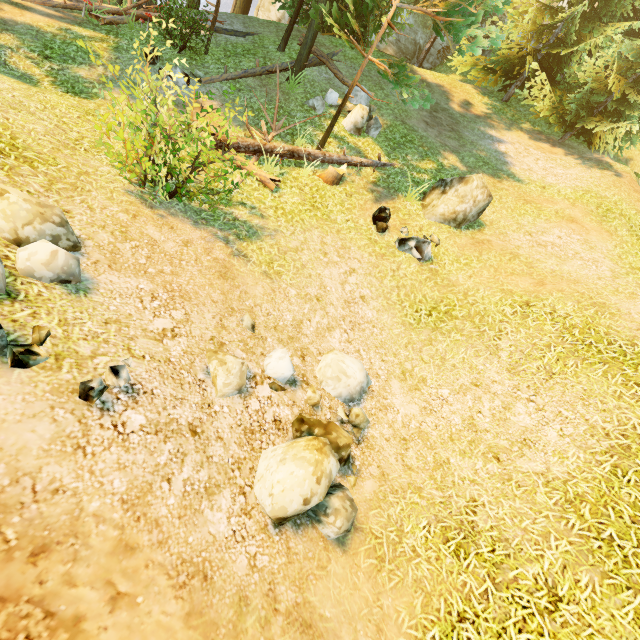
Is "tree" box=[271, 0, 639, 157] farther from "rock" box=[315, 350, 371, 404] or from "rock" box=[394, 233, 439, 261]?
"rock" box=[315, 350, 371, 404]

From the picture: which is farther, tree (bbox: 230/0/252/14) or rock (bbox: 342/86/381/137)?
tree (bbox: 230/0/252/14)

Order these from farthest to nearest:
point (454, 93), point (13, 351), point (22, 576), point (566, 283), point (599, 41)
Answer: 1. point (454, 93)
2. point (599, 41)
3. point (566, 283)
4. point (13, 351)
5. point (22, 576)

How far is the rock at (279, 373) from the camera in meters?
4.9

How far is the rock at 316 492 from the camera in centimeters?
361cm

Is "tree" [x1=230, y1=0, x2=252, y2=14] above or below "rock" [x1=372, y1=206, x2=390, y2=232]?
above

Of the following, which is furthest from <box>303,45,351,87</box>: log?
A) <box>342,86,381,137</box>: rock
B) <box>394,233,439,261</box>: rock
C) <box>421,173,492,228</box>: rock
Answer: <box>394,233,439,261</box>: rock

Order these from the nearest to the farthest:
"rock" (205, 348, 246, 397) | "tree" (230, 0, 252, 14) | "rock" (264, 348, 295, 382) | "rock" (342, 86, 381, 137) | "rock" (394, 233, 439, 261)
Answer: "rock" (205, 348, 246, 397) < "rock" (264, 348, 295, 382) < "rock" (394, 233, 439, 261) < "rock" (342, 86, 381, 137) < "tree" (230, 0, 252, 14)
